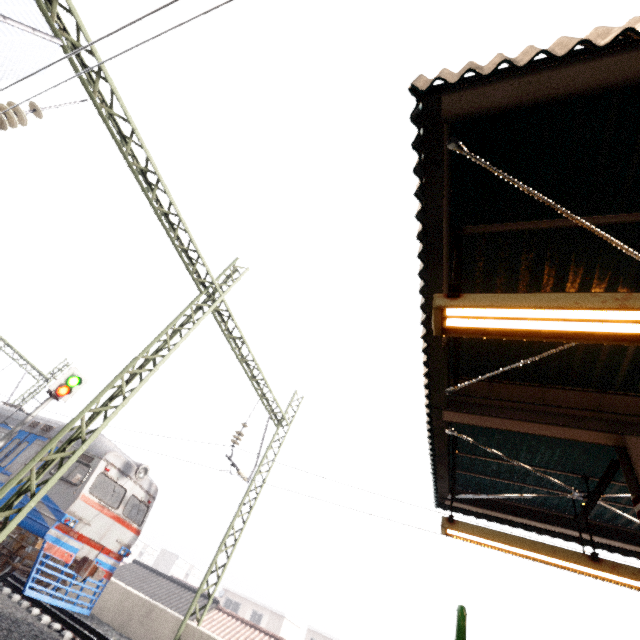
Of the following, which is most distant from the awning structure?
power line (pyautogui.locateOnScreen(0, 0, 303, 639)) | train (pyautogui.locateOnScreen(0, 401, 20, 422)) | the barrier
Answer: train (pyautogui.locateOnScreen(0, 401, 20, 422))

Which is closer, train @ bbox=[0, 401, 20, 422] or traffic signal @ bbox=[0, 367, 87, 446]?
traffic signal @ bbox=[0, 367, 87, 446]

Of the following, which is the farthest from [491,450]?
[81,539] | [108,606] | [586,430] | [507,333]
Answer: [108,606]

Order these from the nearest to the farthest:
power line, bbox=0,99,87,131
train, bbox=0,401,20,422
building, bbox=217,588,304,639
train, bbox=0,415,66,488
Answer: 1. power line, bbox=0,99,87,131
2. train, bbox=0,415,66,488
3. train, bbox=0,401,20,422
4. building, bbox=217,588,304,639

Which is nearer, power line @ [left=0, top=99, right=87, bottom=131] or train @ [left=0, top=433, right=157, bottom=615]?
power line @ [left=0, top=99, right=87, bottom=131]

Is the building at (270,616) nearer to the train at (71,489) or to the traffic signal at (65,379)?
the train at (71,489)

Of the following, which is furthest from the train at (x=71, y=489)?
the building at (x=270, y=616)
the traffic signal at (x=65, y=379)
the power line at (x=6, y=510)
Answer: the building at (x=270, y=616)

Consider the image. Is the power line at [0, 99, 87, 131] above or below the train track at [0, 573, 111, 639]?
above
